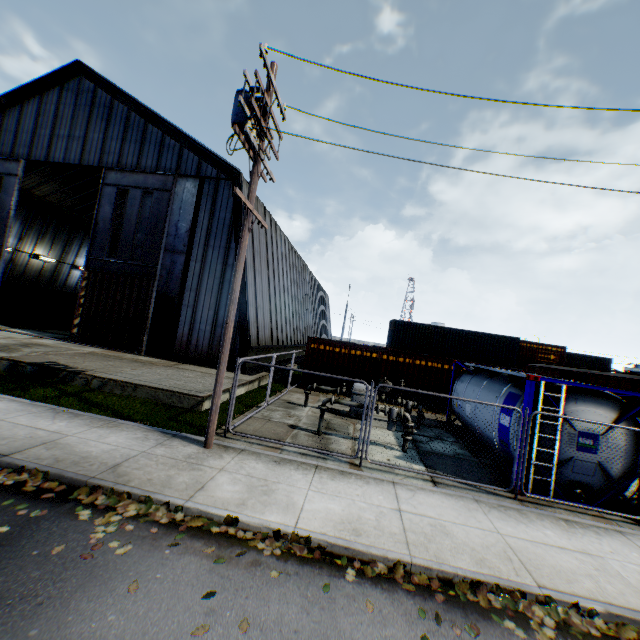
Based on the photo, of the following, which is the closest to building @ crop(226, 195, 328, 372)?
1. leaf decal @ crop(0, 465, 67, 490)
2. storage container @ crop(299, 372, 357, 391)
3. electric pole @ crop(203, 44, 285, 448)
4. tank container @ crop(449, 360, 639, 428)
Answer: storage container @ crop(299, 372, 357, 391)

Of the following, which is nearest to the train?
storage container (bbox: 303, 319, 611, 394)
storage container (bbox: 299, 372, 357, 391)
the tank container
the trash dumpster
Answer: the tank container

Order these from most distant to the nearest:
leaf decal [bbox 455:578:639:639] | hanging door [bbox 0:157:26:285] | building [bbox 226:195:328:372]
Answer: hanging door [bbox 0:157:26:285] < building [bbox 226:195:328:372] < leaf decal [bbox 455:578:639:639]

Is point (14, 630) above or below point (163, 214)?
below

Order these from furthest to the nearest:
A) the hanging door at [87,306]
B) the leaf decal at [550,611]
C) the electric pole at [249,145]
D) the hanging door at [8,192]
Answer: the hanging door at [8,192] < the hanging door at [87,306] < the electric pole at [249,145] < the leaf decal at [550,611]

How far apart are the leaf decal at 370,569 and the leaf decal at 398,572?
0.1 meters

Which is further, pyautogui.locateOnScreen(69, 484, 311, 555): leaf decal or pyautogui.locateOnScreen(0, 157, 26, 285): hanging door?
pyautogui.locateOnScreen(0, 157, 26, 285): hanging door

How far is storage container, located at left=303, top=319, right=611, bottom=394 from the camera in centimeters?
1745cm
